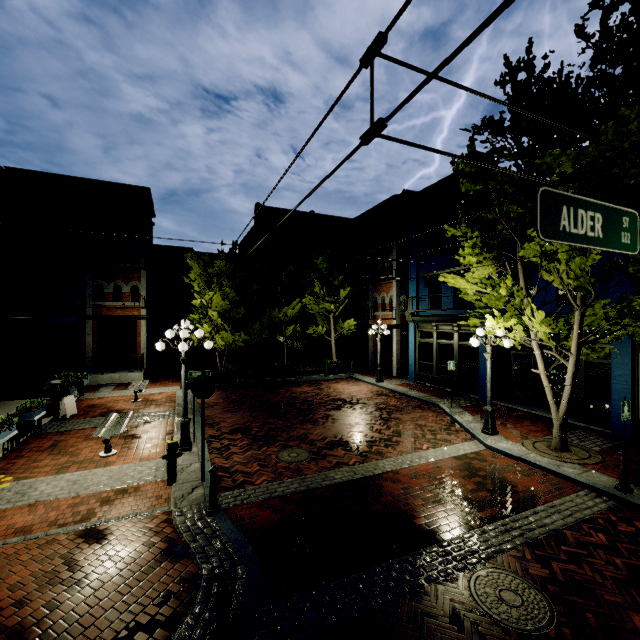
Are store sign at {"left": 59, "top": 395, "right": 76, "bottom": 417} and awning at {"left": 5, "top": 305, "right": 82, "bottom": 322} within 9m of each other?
yes

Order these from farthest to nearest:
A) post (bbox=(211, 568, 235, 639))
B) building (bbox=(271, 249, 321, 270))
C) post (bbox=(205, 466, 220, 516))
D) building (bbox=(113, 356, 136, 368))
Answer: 1. building (bbox=(271, 249, 321, 270))
2. building (bbox=(113, 356, 136, 368))
3. post (bbox=(205, 466, 220, 516))
4. post (bbox=(211, 568, 235, 639))

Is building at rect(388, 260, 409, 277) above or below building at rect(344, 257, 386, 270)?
below

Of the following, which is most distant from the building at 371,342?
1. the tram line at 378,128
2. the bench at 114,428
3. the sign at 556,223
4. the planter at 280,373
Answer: the bench at 114,428

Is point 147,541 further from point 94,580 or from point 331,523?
point 331,523

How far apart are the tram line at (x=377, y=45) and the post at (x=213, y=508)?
6.4m

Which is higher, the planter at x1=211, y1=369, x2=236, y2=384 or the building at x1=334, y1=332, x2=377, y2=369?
the building at x1=334, y1=332, x2=377, y2=369

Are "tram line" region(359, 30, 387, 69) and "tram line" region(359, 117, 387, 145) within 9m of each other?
yes
